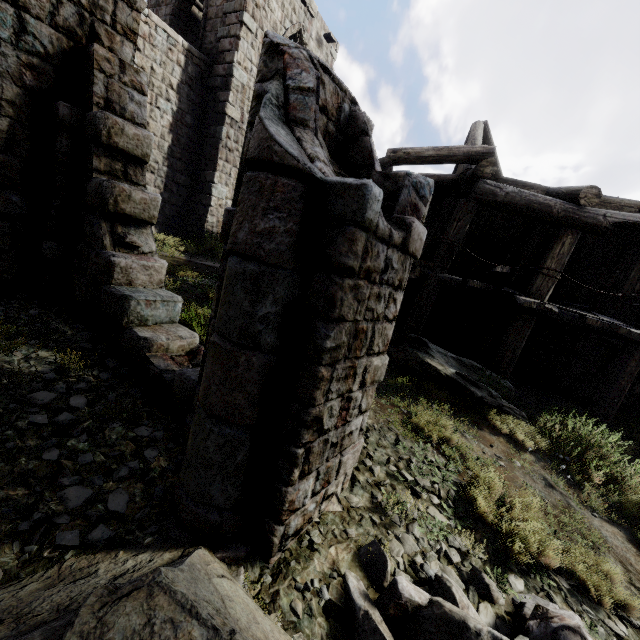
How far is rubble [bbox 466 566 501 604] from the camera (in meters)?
→ 2.92

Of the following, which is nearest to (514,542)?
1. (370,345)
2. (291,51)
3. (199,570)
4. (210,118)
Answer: (370,345)

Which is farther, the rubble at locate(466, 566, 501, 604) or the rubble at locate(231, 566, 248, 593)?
the rubble at locate(466, 566, 501, 604)

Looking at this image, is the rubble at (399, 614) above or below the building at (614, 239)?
below

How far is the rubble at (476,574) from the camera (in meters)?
2.92

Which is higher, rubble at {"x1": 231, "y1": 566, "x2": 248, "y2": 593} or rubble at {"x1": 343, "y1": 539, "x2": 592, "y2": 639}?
rubble at {"x1": 231, "y1": 566, "x2": 248, "y2": 593}
